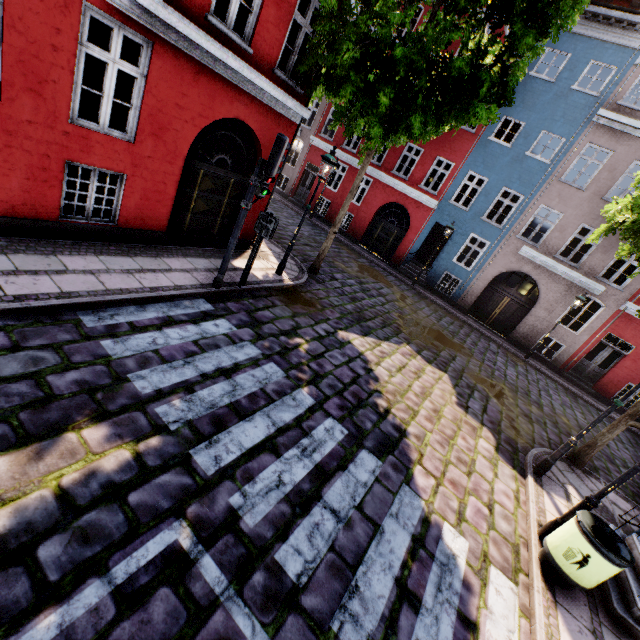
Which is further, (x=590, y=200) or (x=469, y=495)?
(x=590, y=200)

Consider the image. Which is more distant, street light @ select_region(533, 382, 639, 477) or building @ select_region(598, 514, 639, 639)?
street light @ select_region(533, 382, 639, 477)

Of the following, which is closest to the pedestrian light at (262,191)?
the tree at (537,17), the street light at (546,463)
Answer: the tree at (537,17)

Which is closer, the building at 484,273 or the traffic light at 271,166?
the traffic light at 271,166

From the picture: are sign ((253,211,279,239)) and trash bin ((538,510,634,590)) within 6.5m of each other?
no

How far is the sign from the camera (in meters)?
7.25

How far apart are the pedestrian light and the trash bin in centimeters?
760cm

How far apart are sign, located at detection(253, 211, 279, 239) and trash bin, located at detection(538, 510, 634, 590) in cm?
735
